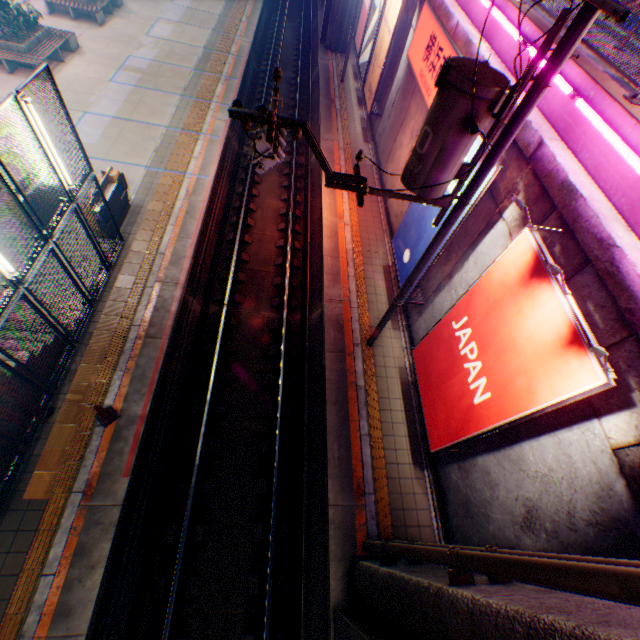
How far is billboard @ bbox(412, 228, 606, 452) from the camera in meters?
4.3 m

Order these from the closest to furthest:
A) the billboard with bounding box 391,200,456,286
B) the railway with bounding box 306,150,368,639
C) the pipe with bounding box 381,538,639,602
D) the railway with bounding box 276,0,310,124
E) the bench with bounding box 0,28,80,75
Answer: the pipe with bounding box 381,538,639,602 → the railway with bounding box 306,150,368,639 → the billboard with bounding box 391,200,456,286 → the bench with bounding box 0,28,80,75 → the railway with bounding box 276,0,310,124

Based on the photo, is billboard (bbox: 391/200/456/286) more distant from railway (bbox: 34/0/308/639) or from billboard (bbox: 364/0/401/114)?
billboard (bbox: 364/0/401/114)

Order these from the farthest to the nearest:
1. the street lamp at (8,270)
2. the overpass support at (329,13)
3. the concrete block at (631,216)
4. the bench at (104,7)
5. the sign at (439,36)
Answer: the overpass support at (329,13), the bench at (104,7), the sign at (439,36), the street lamp at (8,270), the concrete block at (631,216)

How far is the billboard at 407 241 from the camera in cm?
825

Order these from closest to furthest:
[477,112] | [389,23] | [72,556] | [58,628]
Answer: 1. [477,112]
2. [58,628]
3. [72,556]
4. [389,23]

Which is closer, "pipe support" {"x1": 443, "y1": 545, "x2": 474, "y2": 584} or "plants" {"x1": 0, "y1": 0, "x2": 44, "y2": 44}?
"pipe support" {"x1": 443, "y1": 545, "x2": 474, "y2": 584}

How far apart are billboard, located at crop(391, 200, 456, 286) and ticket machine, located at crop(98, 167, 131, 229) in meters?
9.0 m
